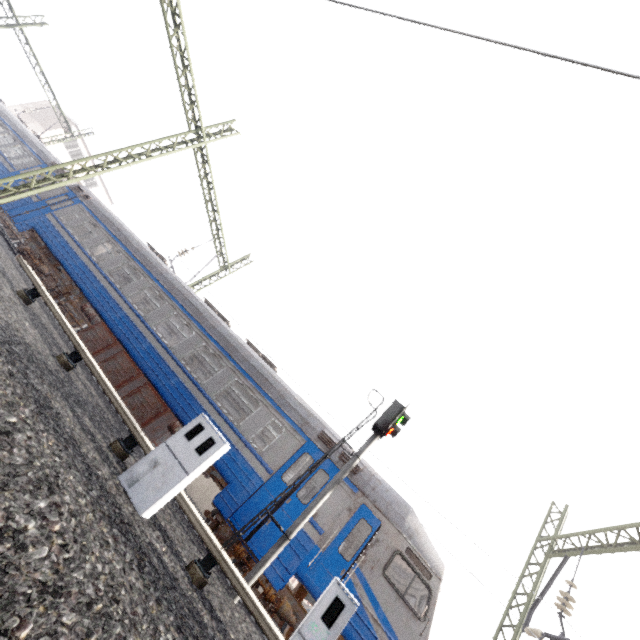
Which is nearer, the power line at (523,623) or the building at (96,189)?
the power line at (523,623)

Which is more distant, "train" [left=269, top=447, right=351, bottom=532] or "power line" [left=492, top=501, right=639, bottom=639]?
"power line" [left=492, top=501, right=639, bottom=639]

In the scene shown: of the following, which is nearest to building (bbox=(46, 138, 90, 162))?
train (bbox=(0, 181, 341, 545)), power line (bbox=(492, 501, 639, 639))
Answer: train (bbox=(0, 181, 341, 545))

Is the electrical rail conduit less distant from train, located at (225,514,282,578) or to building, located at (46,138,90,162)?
train, located at (225,514,282,578)

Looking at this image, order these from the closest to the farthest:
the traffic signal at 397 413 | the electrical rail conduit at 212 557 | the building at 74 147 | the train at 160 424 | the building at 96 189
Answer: the electrical rail conduit at 212 557 < the traffic signal at 397 413 < the train at 160 424 < the building at 74 147 < the building at 96 189

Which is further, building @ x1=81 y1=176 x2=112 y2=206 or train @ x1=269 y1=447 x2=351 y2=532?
building @ x1=81 y1=176 x2=112 y2=206

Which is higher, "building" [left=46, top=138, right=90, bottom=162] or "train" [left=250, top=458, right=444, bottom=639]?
"building" [left=46, top=138, right=90, bottom=162]

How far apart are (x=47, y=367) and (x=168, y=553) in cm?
366
